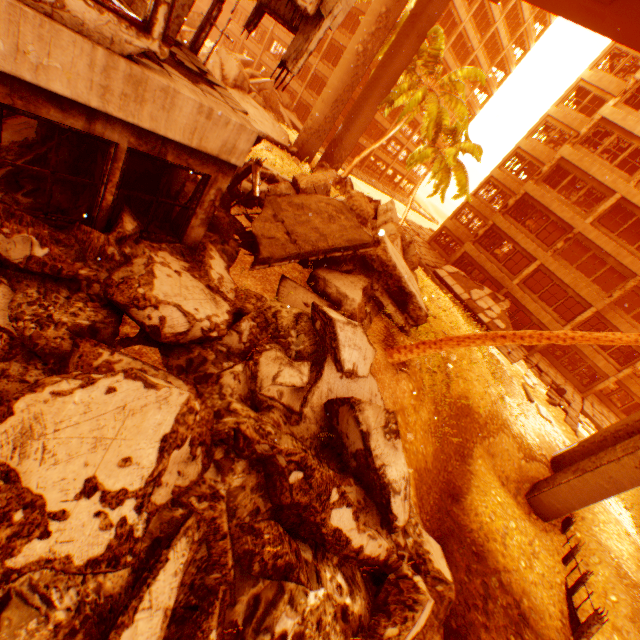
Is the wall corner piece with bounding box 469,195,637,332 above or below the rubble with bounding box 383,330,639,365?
above

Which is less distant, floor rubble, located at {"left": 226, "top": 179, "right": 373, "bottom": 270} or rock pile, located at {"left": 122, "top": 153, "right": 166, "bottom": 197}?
rock pile, located at {"left": 122, "top": 153, "right": 166, "bottom": 197}

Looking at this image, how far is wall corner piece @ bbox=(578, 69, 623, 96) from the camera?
25.2m

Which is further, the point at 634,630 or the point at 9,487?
the point at 634,630

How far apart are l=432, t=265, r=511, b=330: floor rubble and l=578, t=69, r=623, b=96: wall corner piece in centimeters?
1706cm

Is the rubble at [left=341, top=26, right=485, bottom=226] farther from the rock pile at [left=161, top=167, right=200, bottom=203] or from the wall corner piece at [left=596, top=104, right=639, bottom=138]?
the wall corner piece at [left=596, top=104, right=639, bottom=138]

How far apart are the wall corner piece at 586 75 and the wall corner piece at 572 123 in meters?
2.2 m

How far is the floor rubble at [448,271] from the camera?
23.6 meters
